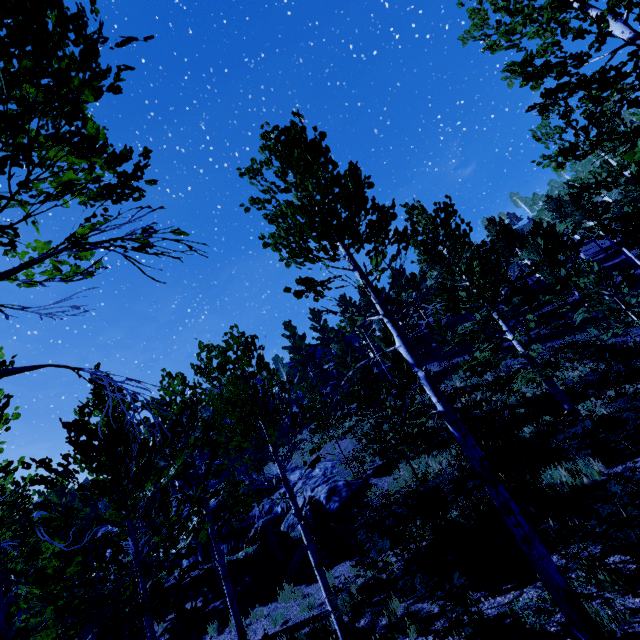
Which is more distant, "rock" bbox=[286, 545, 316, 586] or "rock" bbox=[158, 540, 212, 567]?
"rock" bbox=[158, 540, 212, 567]

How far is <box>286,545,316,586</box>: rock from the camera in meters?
11.3

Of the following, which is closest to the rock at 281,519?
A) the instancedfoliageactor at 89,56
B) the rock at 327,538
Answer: the instancedfoliageactor at 89,56

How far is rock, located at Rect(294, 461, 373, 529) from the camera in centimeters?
1545cm

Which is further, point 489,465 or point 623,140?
point 623,140

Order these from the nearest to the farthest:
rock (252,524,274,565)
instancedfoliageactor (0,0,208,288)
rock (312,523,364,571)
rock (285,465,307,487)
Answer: instancedfoliageactor (0,0,208,288)
rock (312,523,364,571)
rock (252,524,274,565)
rock (285,465,307,487)

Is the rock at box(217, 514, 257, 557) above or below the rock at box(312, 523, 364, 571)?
above

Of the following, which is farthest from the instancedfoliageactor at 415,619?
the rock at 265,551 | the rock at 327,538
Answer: the rock at 265,551
